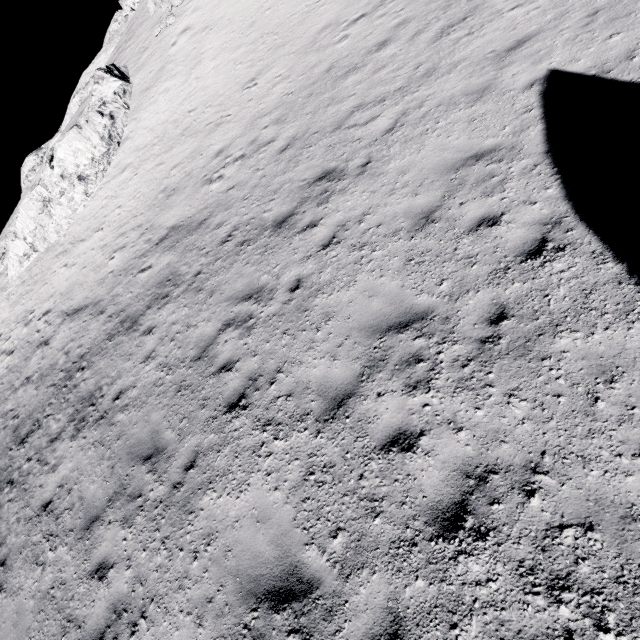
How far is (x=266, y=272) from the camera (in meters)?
8.14
